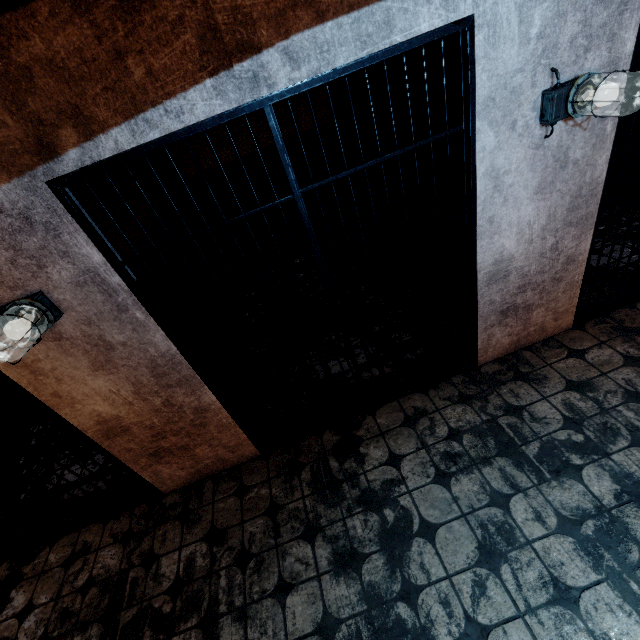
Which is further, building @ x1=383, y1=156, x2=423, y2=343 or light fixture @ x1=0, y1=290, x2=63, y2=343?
building @ x1=383, y1=156, x2=423, y2=343

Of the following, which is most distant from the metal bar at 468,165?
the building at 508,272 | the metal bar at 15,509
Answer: the metal bar at 15,509

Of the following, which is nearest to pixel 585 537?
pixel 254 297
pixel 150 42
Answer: pixel 150 42

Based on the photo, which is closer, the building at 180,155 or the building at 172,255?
the building at 172,255

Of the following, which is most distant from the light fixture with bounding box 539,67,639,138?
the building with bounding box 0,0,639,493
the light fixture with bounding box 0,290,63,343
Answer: the light fixture with bounding box 0,290,63,343

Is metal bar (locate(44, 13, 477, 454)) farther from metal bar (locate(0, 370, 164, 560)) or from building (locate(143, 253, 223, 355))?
metal bar (locate(0, 370, 164, 560))

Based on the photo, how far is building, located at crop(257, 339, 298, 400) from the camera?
3.3m
